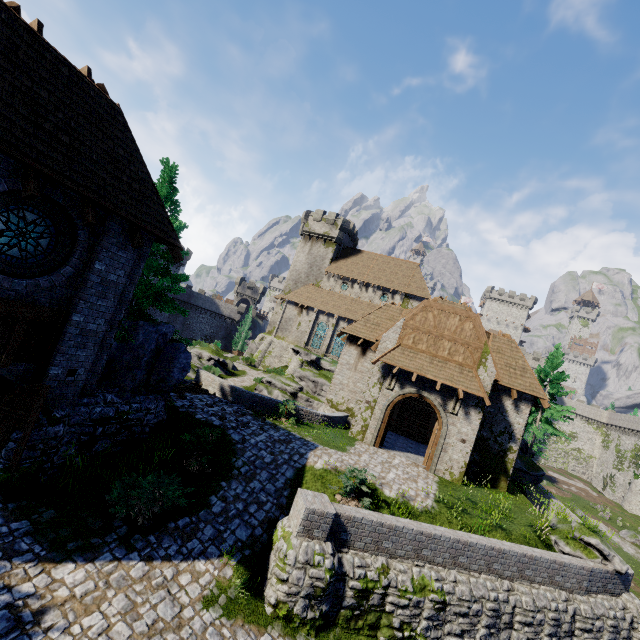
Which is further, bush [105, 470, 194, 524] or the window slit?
the window slit

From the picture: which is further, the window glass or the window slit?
the window slit

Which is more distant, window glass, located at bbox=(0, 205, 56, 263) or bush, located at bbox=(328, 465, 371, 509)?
bush, located at bbox=(328, 465, 371, 509)

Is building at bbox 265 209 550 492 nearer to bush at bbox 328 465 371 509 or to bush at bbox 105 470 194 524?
bush at bbox 328 465 371 509

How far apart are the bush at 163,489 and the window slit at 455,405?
13.71m

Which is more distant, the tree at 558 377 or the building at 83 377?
the tree at 558 377

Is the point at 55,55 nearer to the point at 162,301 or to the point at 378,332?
the point at 162,301

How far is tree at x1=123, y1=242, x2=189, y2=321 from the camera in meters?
12.5
